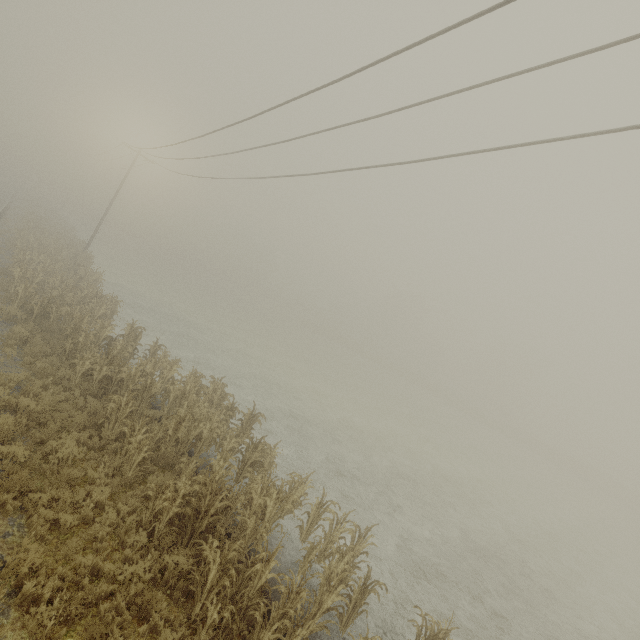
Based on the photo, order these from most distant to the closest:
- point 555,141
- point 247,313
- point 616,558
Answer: point 247,313 → point 616,558 → point 555,141
